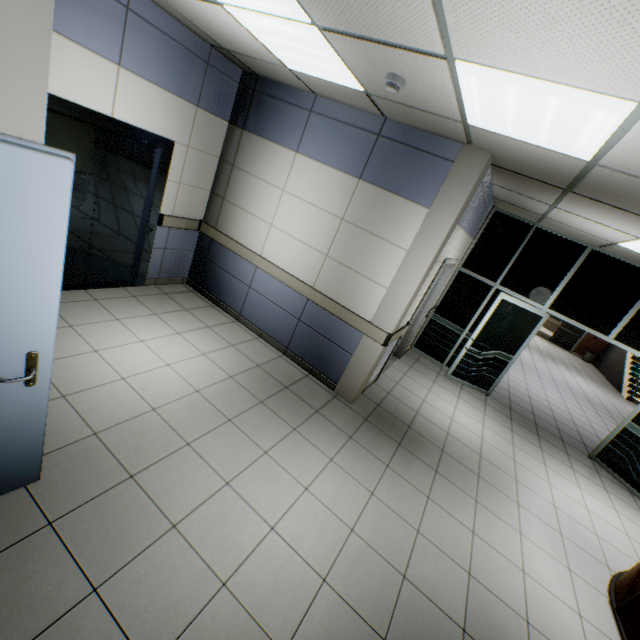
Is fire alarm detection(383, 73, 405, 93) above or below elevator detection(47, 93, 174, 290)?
above

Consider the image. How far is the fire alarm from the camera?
2.4m

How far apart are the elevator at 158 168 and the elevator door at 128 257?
0.0m

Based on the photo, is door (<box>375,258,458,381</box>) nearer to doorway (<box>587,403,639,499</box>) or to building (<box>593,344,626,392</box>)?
doorway (<box>587,403,639,499</box>)

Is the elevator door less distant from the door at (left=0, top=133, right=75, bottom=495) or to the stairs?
the door at (left=0, top=133, right=75, bottom=495)

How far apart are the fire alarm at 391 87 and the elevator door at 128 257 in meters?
3.1 m

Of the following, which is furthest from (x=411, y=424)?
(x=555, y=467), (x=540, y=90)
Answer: (x=540, y=90)

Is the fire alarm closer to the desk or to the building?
the desk
